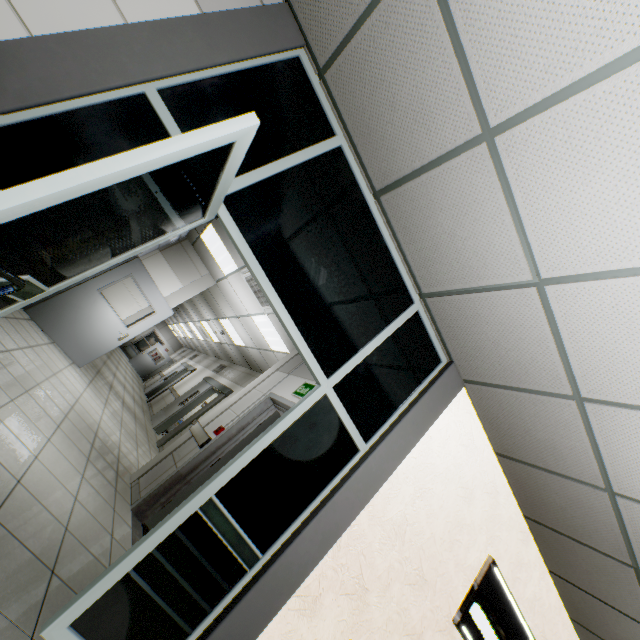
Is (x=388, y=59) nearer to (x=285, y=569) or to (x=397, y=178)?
(x=397, y=178)

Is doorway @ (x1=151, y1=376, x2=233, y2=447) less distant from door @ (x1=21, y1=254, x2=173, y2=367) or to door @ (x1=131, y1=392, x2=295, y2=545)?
door @ (x1=21, y1=254, x2=173, y2=367)

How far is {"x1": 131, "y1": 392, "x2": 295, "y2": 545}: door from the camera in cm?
390

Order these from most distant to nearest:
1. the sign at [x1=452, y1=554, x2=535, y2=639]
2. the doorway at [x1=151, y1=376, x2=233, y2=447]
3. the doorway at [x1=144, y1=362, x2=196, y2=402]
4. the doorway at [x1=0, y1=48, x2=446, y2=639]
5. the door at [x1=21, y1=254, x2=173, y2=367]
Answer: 1. the doorway at [x1=144, y1=362, x2=196, y2=402]
2. the doorway at [x1=151, y1=376, x2=233, y2=447]
3. the door at [x1=21, y1=254, x2=173, y2=367]
4. the sign at [x1=452, y1=554, x2=535, y2=639]
5. the doorway at [x1=0, y1=48, x2=446, y2=639]

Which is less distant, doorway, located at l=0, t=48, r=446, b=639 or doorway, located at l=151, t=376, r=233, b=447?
doorway, located at l=0, t=48, r=446, b=639

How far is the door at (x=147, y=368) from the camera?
20.1 meters

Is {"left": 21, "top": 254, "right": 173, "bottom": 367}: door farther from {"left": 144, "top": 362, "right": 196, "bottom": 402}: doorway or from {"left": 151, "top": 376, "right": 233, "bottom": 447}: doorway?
{"left": 144, "top": 362, "right": 196, "bottom": 402}: doorway

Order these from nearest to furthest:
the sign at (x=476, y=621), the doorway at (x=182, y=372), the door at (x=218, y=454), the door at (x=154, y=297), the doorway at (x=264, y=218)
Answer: the doorway at (x=264, y=218) → the sign at (x=476, y=621) → the door at (x=218, y=454) → the door at (x=154, y=297) → the doorway at (x=182, y=372)
